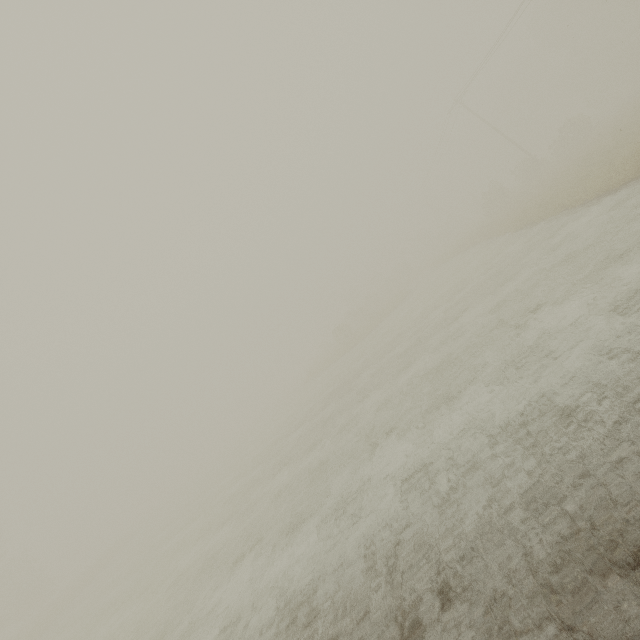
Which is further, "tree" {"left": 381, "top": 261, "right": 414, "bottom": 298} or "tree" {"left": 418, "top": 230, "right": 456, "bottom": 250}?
"tree" {"left": 418, "top": 230, "right": 456, "bottom": 250}

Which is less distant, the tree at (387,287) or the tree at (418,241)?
the tree at (387,287)

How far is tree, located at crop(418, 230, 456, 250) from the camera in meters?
55.2 m

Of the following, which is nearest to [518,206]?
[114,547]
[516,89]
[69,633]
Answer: [69,633]

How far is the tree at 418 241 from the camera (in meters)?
55.22
